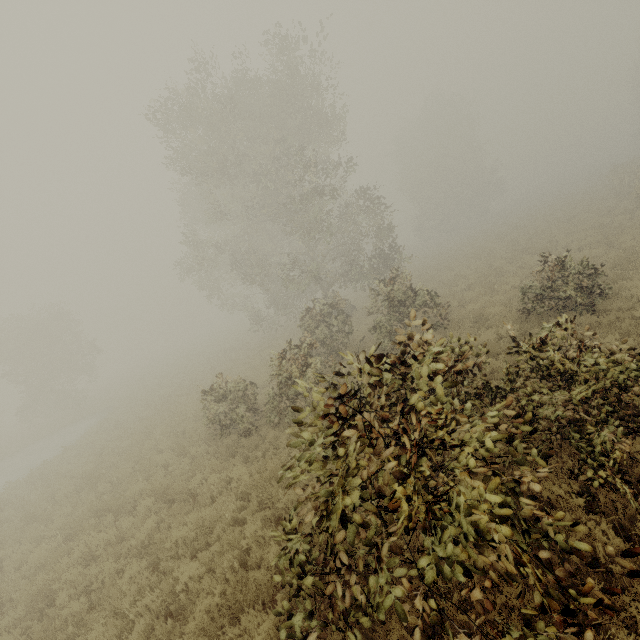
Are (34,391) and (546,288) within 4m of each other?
no
